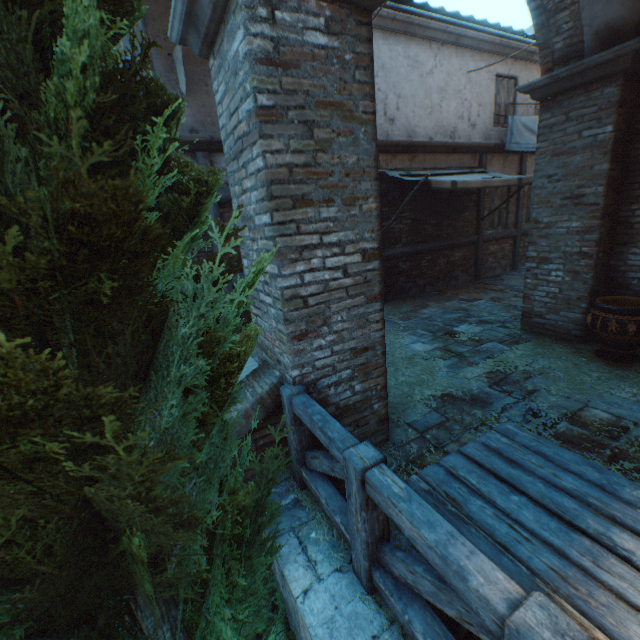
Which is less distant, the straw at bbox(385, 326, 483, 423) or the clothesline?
the straw at bbox(385, 326, 483, 423)

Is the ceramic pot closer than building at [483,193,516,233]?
Yes

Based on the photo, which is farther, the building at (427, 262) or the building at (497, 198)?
the building at (497, 198)

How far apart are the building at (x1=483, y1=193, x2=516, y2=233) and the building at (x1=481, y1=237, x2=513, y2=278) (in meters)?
0.23

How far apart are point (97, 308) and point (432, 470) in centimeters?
199cm

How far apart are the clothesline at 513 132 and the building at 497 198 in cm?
100

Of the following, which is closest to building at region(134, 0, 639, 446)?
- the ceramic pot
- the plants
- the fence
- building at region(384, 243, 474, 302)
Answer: building at region(384, 243, 474, 302)

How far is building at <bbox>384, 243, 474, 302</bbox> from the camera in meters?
8.8
